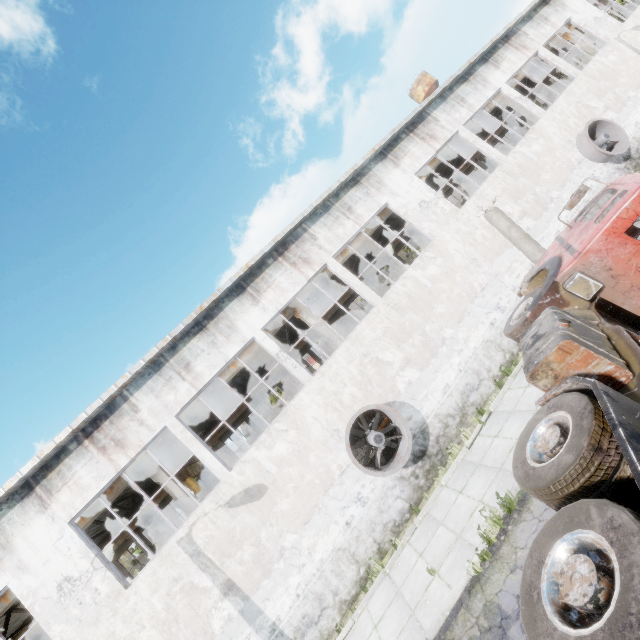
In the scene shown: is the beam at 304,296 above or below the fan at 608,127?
above

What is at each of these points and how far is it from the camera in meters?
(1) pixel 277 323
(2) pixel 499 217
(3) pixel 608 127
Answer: (1) beam, 14.9
(2) lamp post, 8.3
(3) fan, 15.8

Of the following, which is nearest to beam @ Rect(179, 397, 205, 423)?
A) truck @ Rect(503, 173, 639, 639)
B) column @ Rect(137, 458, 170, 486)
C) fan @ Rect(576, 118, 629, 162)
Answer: column @ Rect(137, 458, 170, 486)

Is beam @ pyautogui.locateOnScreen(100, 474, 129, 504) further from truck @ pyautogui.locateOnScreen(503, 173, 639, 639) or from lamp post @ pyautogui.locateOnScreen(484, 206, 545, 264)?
truck @ pyautogui.locateOnScreen(503, 173, 639, 639)

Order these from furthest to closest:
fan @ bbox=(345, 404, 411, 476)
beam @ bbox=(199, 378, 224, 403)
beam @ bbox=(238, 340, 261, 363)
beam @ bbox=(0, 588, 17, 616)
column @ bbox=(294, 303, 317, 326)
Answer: column @ bbox=(294, 303, 317, 326), beam @ bbox=(238, 340, 261, 363), beam @ bbox=(199, 378, 224, 403), beam @ bbox=(0, 588, 17, 616), fan @ bbox=(345, 404, 411, 476)

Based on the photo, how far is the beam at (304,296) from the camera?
15.4 meters

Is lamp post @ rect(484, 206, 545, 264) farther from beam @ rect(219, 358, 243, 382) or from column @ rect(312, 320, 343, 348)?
beam @ rect(219, 358, 243, 382)

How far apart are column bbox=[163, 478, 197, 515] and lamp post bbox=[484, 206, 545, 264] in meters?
13.7
